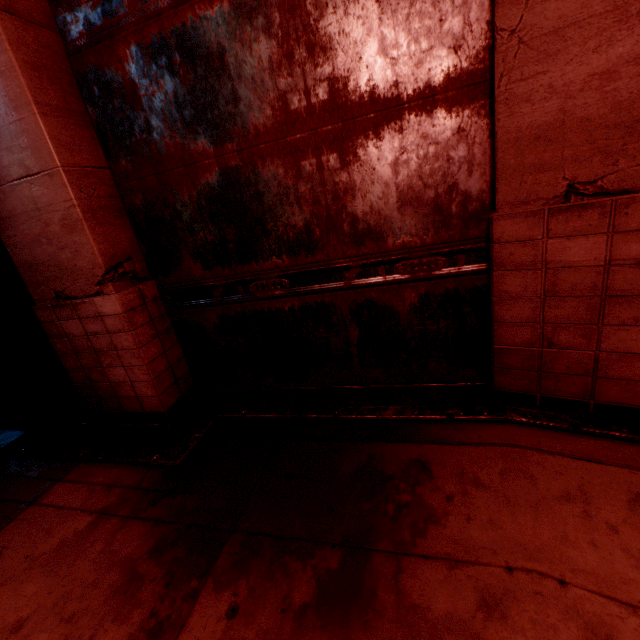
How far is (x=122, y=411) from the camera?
3.7m
